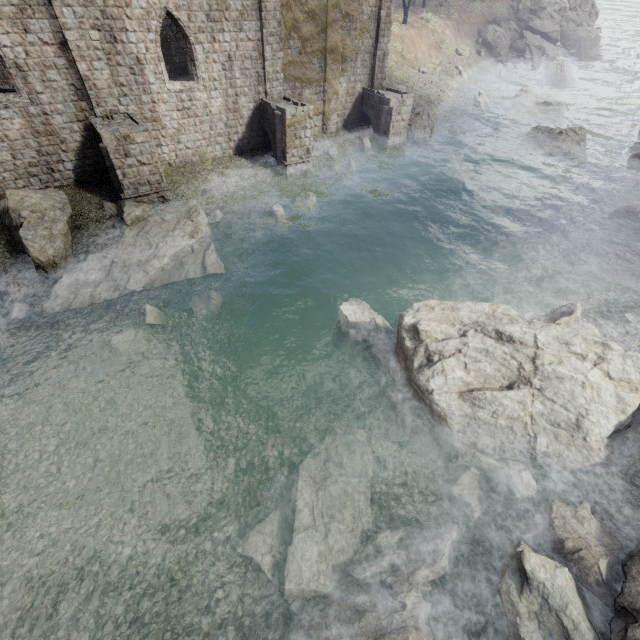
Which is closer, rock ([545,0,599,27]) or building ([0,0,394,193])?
building ([0,0,394,193])

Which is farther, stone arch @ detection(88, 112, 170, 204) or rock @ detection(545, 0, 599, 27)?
rock @ detection(545, 0, 599, 27)

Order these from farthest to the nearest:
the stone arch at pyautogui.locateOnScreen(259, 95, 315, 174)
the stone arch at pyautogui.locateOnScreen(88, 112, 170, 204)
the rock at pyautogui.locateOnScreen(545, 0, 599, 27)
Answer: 1. the rock at pyautogui.locateOnScreen(545, 0, 599, 27)
2. the stone arch at pyautogui.locateOnScreen(259, 95, 315, 174)
3. the stone arch at pyautogui.locateOnScreen(88, 112, 170, 204)

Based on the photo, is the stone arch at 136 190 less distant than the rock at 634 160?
Yes

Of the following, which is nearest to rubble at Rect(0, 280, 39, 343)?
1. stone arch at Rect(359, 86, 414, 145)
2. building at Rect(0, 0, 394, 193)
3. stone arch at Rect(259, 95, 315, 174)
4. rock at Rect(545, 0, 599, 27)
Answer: building at Rect(0, 0, 394, 193)

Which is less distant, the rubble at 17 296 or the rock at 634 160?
the rubble at 17 296

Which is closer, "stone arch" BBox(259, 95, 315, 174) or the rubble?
the rubble

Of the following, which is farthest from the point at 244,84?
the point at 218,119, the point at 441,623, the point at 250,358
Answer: the point at 441,623
